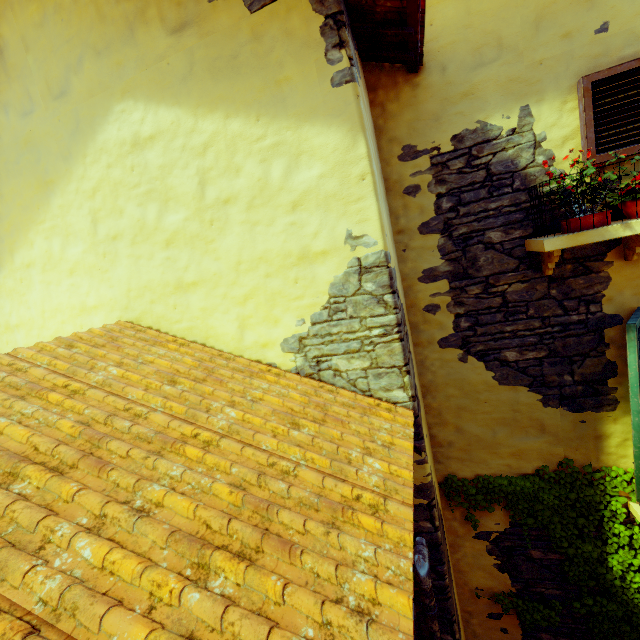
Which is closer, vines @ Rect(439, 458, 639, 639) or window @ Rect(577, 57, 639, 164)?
window @ Rect(577, 57, 639, 164)

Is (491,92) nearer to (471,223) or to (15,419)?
(471,223)

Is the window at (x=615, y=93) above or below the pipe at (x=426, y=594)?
above

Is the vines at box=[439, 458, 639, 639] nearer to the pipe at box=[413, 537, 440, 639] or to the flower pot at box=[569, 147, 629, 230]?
the pipe at box=[413, 537, 440, 639]

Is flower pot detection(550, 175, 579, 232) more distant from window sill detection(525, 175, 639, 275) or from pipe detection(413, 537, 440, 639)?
A: pipe detection(413, 537, 440, 639)

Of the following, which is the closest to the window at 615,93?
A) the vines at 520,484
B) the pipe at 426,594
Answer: the vines at 520,484

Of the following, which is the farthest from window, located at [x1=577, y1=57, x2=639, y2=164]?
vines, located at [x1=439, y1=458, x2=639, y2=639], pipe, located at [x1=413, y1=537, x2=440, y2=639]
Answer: pipe, located at [x1=413, y1=537, x2=440, y2=639]

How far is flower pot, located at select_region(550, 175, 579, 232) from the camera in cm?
255
